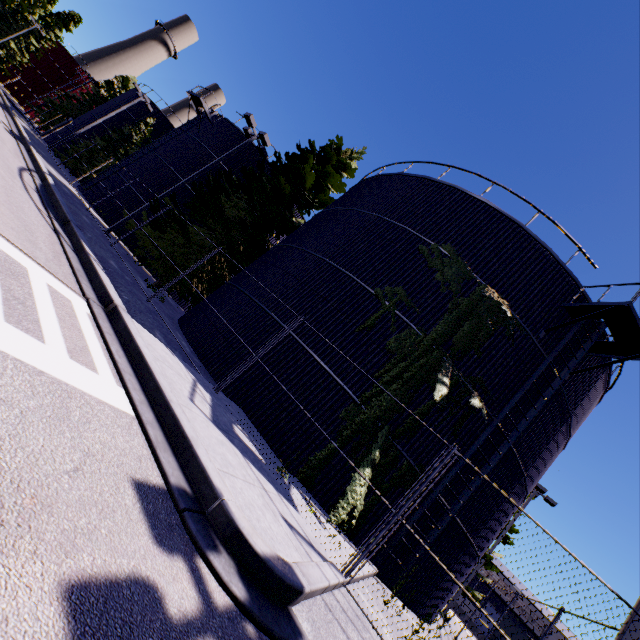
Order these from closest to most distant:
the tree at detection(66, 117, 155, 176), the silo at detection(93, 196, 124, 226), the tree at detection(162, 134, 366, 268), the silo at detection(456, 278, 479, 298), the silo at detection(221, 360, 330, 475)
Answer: the silo at detection(221, 360, 330, 475) → the silo at detection(456, 278, 479, 298) → the tree at detection(162, 134, 366, 268) → the silo at detection(93, 196, 124, 226) → the tree at detection(66, 117, 155, 176)

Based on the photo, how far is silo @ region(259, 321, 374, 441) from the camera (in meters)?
9.84

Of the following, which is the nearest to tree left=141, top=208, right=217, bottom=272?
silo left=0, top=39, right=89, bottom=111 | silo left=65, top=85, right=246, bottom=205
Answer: silo left=65, top=85, right=246, bottom=205

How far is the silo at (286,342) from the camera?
9.8m

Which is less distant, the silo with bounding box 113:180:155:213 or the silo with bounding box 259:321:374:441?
the silo with bounding box 259:321:374:441

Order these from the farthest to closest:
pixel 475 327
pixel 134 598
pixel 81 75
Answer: pixel 81 75 < pixel 475 327 < pixel 134 598

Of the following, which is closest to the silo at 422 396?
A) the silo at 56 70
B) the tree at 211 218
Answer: the tree at 211 218
